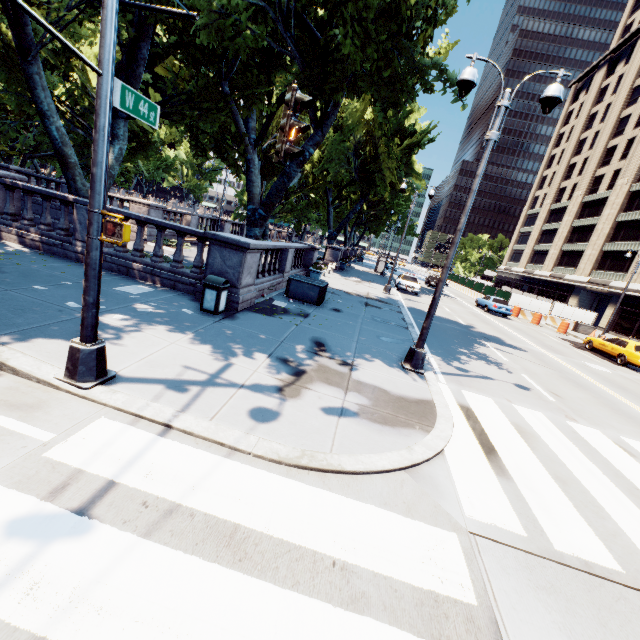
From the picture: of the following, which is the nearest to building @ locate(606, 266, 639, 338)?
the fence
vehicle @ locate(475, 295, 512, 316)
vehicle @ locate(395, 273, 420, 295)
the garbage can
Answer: the fence

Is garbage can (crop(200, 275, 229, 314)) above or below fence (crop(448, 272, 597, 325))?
below

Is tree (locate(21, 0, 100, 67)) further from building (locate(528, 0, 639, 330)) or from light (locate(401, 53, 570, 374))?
building (locate(528, 0, 639, 330))

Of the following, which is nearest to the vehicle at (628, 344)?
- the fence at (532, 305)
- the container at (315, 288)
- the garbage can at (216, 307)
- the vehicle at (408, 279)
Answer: the fence at (532, 305)

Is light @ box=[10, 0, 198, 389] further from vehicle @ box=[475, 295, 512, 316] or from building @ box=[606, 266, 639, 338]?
building @ box=[606, 266, 639, 338]

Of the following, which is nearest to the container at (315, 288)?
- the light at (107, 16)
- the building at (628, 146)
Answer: the light at (107, 16)

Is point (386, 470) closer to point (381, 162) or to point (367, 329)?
point (367, 329)

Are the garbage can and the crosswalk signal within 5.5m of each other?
Result: yes
